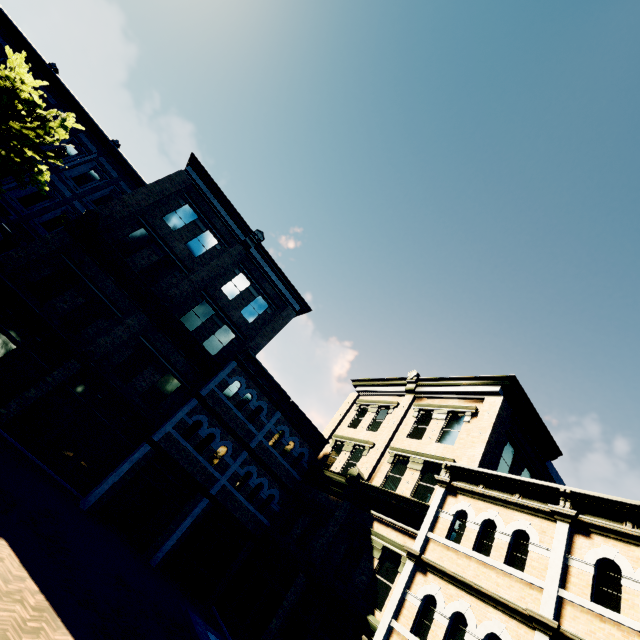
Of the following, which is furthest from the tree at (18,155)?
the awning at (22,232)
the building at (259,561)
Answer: the awning at (22,232)

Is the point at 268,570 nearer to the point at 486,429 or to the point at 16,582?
the point at 16,582

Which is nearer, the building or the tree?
the building

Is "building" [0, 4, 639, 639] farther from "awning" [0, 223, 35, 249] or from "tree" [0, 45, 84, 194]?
"tree" [0, 45, 84, 194]

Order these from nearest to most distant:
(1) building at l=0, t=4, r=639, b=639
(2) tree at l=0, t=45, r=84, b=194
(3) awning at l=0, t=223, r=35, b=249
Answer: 1. (1) building at l=0, t=4, r=639, b=639
2. (2) tree at l=0, t=45, r=84, b=194
3. (3) awning at l=0, t=223, r=35, b=249

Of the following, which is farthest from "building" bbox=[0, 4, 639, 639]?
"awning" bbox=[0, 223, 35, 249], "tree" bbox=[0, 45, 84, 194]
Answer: "tree" bbox=[0, 45, 84, 194]

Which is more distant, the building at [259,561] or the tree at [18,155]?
the tree at [18,155]
